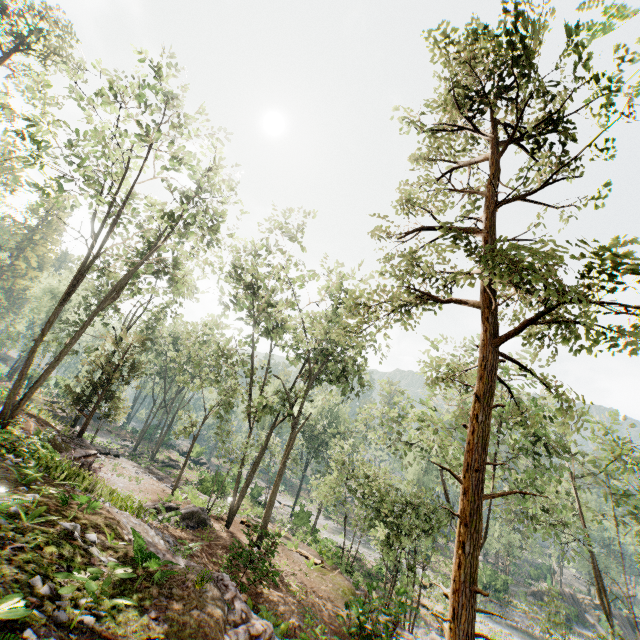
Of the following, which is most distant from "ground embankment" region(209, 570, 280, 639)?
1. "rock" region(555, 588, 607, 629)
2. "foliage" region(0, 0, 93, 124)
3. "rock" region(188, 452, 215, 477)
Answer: "rock" region(555, 588, 607, 629)

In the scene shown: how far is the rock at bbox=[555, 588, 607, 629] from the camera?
43.1 meters

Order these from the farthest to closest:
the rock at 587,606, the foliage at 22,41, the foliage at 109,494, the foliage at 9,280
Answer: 1. the foliage at 9,280
2. the rock at 587,606
3. the foliage at 22,41
4. the foliage at 109,494

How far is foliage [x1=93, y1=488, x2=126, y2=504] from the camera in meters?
11.4

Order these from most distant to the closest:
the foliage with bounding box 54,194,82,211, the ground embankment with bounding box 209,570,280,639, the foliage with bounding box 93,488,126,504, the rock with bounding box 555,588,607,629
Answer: the rock with bounding box 555,588,607,629 < the foliage with bounding box 54,194,82,211 < the foliage with bounding box 93,488,126,504 < the ground embankment with bounding box 209,570,280,639

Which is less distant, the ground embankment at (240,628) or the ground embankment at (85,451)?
the ground embankment at (240,628)

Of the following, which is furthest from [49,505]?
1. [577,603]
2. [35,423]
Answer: [577,603]

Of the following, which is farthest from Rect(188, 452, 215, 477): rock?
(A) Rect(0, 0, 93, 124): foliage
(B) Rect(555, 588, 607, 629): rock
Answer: (B) Rect(555, 588, 607, 629): rock
